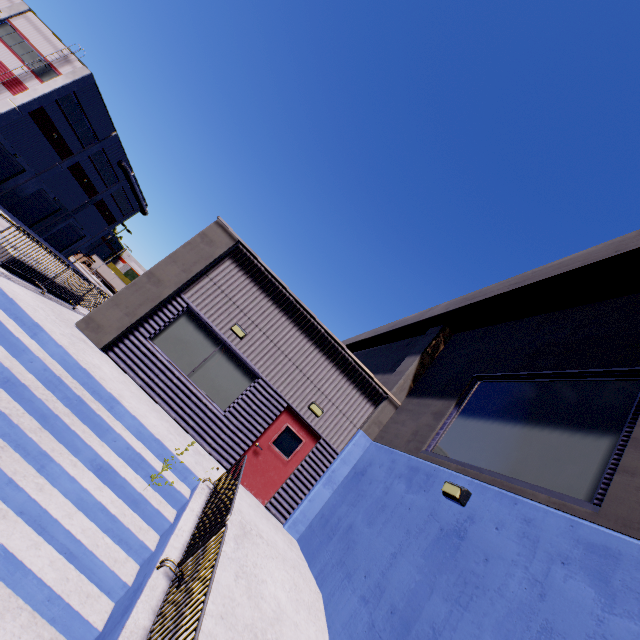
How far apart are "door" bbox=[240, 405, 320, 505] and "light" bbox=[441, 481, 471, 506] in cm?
475

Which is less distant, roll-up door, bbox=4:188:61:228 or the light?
the light

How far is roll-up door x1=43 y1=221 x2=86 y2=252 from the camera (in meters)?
44.81

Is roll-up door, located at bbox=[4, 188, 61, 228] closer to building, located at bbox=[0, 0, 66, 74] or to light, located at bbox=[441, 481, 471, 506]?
building, located at bbox=[0, 0, 66, 74]

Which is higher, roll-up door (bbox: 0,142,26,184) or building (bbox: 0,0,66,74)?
building (bbox: 0,0,66,74)

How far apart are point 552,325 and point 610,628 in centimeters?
615cm

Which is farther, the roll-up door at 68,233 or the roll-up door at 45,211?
the roll-up door at 68,233

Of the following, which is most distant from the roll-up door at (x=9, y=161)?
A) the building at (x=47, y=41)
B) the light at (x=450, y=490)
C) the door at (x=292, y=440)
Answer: the light at (x=450, y=490)
